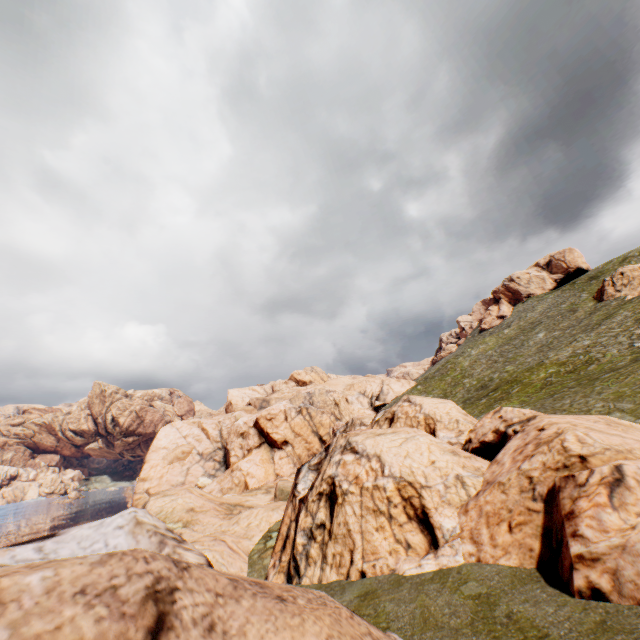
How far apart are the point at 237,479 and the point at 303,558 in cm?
4924
